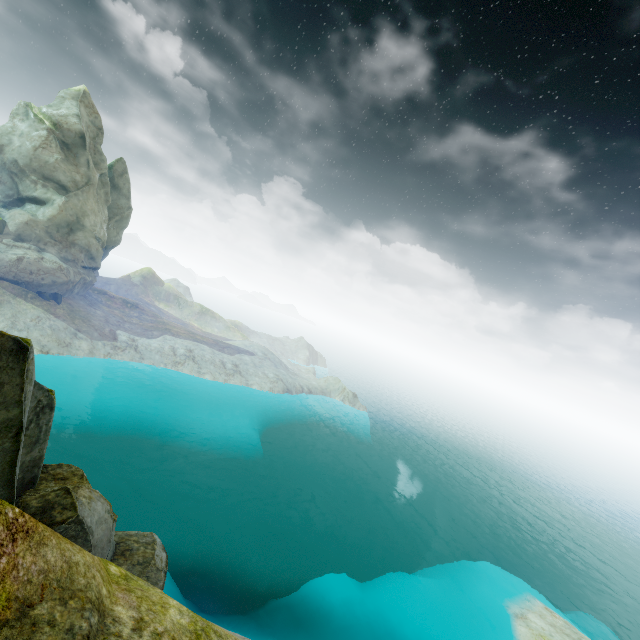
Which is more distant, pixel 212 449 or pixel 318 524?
pixel 318 524
